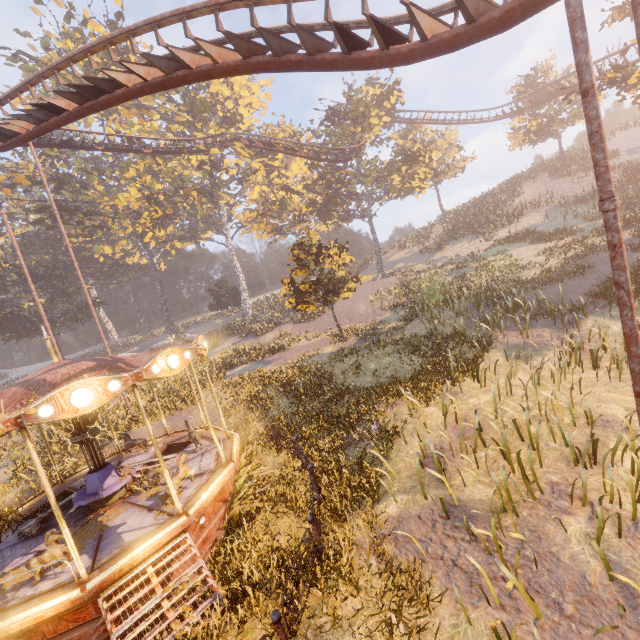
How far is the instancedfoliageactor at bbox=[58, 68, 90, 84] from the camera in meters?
35.6

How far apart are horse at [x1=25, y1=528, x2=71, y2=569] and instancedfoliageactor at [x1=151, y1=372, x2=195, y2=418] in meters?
13.2 m

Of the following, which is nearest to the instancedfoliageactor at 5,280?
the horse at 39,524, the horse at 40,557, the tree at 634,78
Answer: the horse at 39,524

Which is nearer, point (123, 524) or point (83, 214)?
point (123, 524)

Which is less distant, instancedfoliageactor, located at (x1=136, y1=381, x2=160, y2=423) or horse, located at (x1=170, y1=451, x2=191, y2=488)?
horse, located at (x1=170, y1=451, x2=191, y2=488)

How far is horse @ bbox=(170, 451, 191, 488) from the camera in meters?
8.4

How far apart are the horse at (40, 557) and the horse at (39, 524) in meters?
2.1

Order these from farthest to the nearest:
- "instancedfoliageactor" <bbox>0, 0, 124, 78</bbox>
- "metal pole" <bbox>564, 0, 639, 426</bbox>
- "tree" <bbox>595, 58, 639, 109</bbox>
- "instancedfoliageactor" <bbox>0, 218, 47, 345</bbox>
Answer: "instancedfoliageactor" <bbox>0, 218, 47, 345</bbox> → "instancedfoliageactor" <bbox>0, 0, 124, 78</bbox> → "tree" <bbox>595, 58, 639, 109</bbox> → "metal pole" <bbox>564, 0, 639, 426</bbox>
